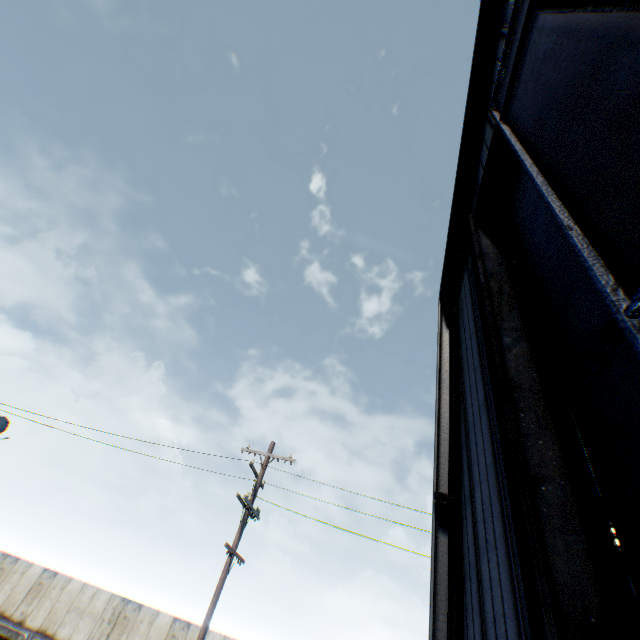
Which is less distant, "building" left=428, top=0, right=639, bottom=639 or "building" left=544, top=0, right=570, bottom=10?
"building" left=428, top=0, right=639, bottom=639

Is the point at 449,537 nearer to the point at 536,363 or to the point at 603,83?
the point at 536,363

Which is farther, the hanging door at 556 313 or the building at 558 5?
the building at 558 5

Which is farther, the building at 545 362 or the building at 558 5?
the building at 558 5

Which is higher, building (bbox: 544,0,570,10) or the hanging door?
building (bbox: 544,0,570,10)

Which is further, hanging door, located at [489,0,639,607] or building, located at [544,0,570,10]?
building, located at [544,0,570,10]

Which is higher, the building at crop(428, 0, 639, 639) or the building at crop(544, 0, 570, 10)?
the building at crop(544, 0, 570, 10)
